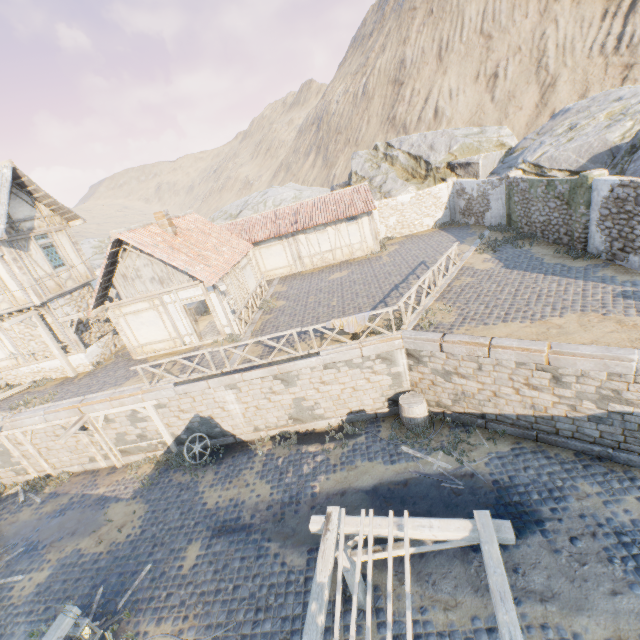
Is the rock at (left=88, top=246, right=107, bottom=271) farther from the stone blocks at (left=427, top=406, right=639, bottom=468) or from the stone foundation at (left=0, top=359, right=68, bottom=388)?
the stone foundation at (left=0, top=359, right=68, bottom=388)

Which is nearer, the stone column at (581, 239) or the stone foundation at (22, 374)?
the stone column at (581, 239)

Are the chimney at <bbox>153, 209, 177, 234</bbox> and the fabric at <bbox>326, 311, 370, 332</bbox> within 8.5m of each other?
no

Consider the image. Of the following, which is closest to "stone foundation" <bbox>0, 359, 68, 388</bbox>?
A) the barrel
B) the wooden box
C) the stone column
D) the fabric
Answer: the wooden box

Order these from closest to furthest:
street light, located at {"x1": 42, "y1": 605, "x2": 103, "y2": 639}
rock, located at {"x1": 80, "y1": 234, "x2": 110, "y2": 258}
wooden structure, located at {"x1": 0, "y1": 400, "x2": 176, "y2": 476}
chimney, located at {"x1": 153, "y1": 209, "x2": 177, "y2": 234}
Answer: street light, located at {"x1": 42, "y1": 605, "x2": 103, "y2": 639}
wooden structure, located at {"x1": 0, "y1": 400, "x2": 176, "y2": 476}
chimney, located at {"x1": 153, "y1": 209, "x2": 177, "y2": 234}
rock, located at {"x1": 80, "y1": 234, "x2": 110, "y2": 258}

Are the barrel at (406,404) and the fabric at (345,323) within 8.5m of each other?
yes

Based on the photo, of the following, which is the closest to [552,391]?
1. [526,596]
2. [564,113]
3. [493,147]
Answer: [526,596]

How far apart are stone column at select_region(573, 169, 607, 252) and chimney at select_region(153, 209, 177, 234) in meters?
17.7 m
